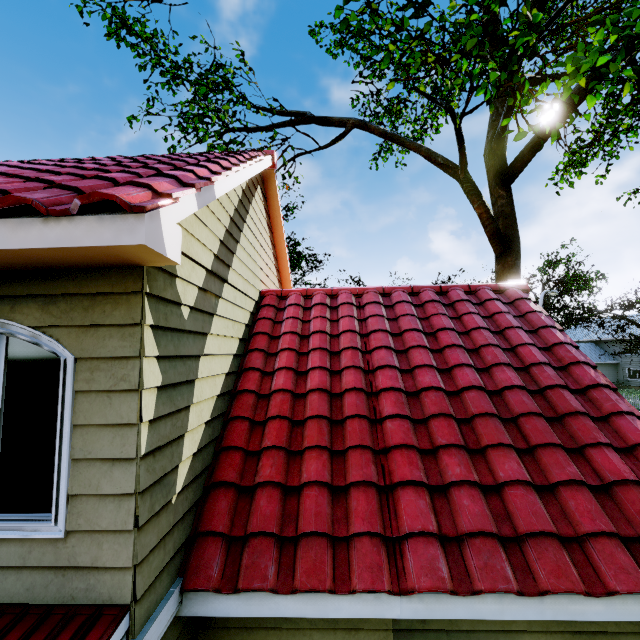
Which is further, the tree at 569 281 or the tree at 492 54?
the tree at 569 281

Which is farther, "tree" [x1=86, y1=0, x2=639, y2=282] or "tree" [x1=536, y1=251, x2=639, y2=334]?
"tree" [x1=536, y1=251, x2=639, y2=334]

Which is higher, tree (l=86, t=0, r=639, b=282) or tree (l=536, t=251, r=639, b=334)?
tree (l=536, t=251, r=639, b=334)

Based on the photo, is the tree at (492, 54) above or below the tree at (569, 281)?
below

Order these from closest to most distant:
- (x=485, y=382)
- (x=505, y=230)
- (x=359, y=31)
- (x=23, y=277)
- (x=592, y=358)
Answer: (x=23, y=277)
(x=485, y=382)
(x=359, y=31)
(x=505, y=230)
(x=592, y=358)
